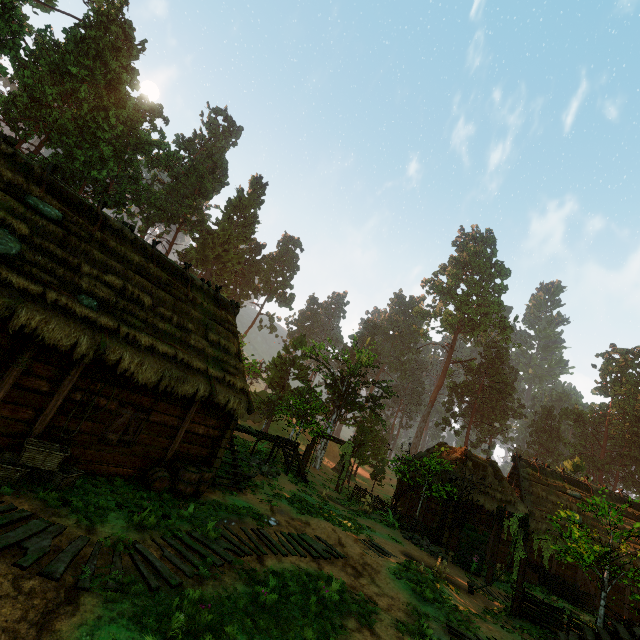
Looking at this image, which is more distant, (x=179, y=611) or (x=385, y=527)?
(x=385, y=527)

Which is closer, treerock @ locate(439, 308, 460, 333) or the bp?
the bp

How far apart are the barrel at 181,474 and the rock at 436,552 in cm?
1222

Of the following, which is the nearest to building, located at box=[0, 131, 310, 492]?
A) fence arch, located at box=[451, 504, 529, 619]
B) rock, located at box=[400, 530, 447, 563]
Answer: rock, located at box=[400, 530, 447, 563]

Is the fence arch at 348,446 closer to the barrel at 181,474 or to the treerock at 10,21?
the treerock at 10,21

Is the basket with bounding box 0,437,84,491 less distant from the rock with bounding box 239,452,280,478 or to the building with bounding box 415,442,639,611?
the building with bounding box 415,442,639,611

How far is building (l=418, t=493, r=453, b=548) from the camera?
20.2m

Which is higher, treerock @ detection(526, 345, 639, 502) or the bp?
treerock @ detection(526, 345, 639, 502)
